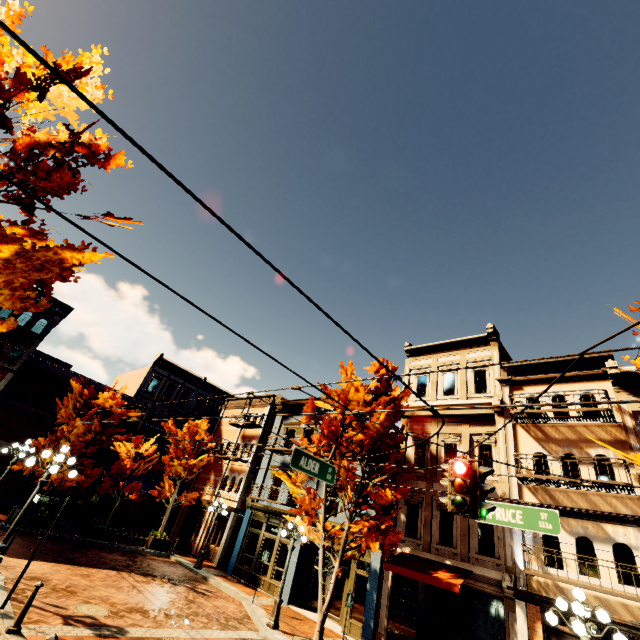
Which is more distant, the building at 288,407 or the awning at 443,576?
the building at 288,407

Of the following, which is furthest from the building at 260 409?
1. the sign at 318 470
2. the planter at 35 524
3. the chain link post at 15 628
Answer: the sign at 318 470

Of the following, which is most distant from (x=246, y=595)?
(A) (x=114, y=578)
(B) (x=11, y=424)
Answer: (B) (x=11, y=424)

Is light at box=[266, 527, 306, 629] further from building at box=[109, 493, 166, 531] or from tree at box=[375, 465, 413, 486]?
building at box=[109, 493, 166, 531]

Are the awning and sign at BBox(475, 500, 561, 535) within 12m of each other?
yes

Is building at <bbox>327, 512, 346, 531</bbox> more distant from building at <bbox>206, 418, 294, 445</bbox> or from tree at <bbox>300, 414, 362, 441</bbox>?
building at <bbox>206, 418, 294, 445</bbox>

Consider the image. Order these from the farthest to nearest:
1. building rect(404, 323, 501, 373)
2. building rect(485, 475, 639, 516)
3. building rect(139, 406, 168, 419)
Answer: building rect(139, 406, 168, 419)
building rect(404, 323, 501, 373)
building rect(485, 475, 639, 516)

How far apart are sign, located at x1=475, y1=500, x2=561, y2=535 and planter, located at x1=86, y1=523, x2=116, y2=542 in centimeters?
2053cm
